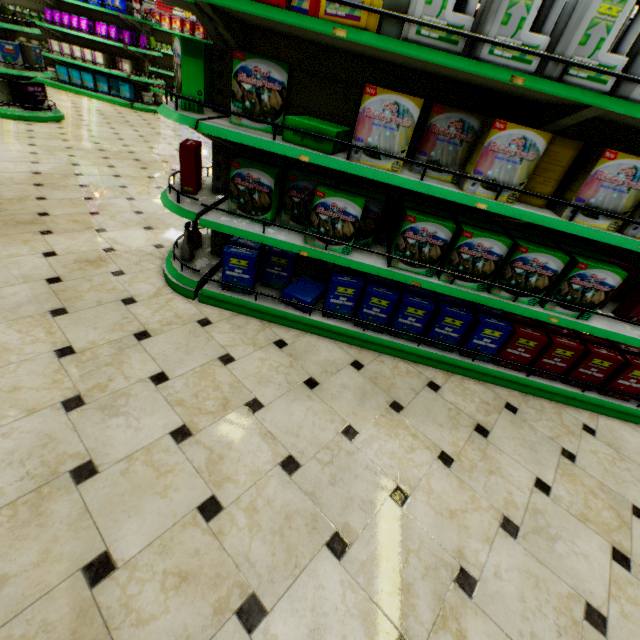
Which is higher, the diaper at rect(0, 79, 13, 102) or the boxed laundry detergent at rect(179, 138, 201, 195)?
the boxed laundry detergent at rect(179, 138, 201, 195)

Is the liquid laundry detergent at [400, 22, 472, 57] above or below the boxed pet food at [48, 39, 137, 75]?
above

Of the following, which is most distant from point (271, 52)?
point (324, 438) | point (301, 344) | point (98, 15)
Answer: point (98, 15)

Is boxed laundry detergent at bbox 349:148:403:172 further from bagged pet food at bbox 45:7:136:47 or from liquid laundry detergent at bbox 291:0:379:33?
bagged pet food at bbox 45:7:136:47

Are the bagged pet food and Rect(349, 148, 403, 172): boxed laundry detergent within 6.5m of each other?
no

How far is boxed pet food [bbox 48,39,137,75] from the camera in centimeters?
807cm

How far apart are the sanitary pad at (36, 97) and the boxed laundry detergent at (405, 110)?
7.09m

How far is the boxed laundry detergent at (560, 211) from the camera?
1.93m
